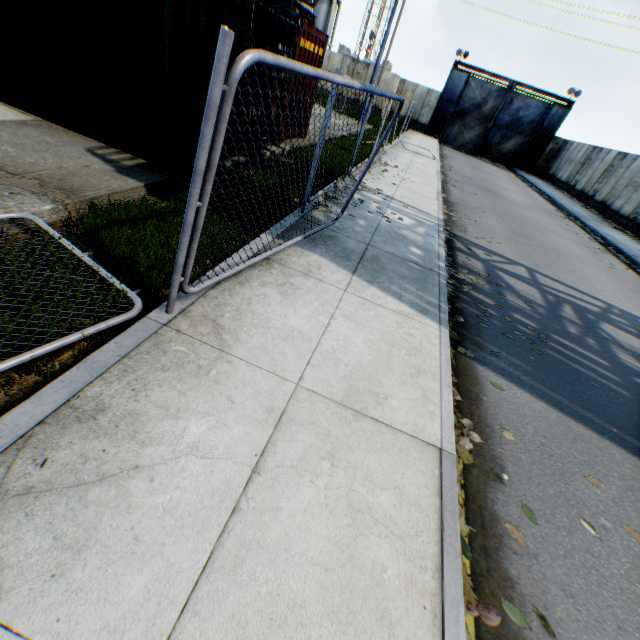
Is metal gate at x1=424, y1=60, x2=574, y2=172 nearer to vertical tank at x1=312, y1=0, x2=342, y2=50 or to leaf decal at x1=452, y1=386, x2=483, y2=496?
vertical tank at x1=312, y1=0, x2=342, y2=50

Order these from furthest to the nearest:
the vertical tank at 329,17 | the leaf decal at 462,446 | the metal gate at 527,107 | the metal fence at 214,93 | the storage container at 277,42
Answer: the vertical tank at 329,17 < the metal gate at 527,107 < the storage container at 277,42 < the leaf decal at 462,446 < the metal fence at 214,93

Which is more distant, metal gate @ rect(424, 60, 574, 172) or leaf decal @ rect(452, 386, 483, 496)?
metal gate @ rect(424, 60, 574, 172)

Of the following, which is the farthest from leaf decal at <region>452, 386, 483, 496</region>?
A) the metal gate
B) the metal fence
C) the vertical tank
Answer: the vertical tank

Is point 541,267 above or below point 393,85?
below

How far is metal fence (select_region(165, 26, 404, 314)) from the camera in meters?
1.8 m

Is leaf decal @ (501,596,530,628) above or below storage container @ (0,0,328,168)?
below

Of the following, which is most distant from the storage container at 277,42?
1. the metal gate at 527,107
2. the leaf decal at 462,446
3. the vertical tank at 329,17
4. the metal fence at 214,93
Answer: the vertical tank at 329,17
